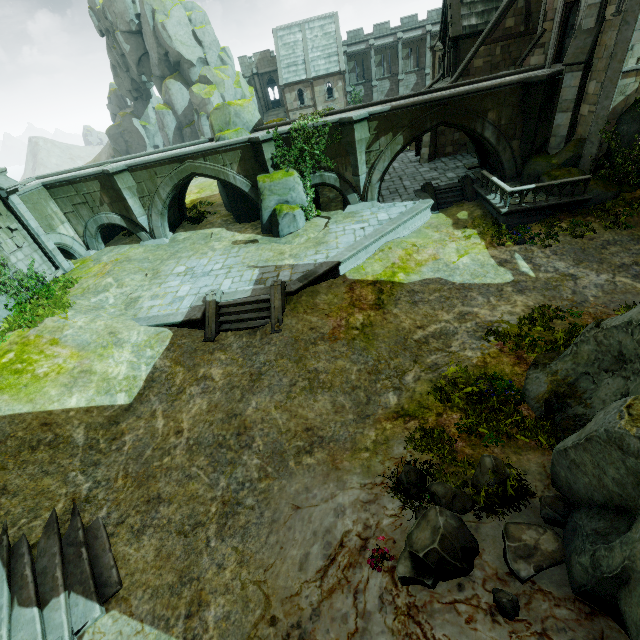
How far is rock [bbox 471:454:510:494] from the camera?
6.0m

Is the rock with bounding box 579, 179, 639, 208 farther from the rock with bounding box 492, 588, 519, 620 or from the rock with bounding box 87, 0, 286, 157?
the rock with bounding box 87, 0, 286, 157

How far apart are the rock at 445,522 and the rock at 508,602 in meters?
0.4 m

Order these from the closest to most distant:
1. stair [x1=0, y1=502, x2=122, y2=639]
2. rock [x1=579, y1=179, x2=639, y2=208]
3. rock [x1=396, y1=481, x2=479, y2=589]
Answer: rock [x1=396, y1=481, x2=479, y2=589] → stair [x1=0, y1=502, x2=122, y2=639] → rock [x1=579, y1=179, x2=639, y2=208]

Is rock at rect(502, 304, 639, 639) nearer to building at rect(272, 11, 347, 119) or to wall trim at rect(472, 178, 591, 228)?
wall trim at rect(472, 178, 591, 228)

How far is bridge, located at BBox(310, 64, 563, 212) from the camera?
16.34m

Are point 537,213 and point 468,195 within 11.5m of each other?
yes

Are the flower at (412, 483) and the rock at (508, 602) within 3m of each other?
yes
